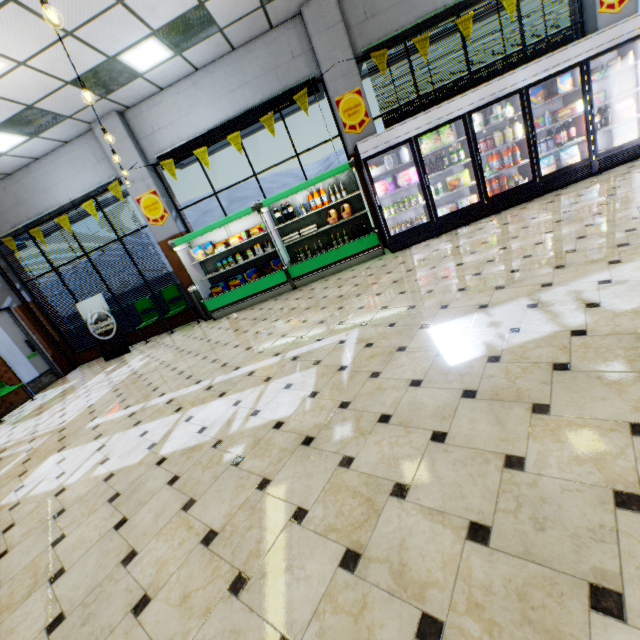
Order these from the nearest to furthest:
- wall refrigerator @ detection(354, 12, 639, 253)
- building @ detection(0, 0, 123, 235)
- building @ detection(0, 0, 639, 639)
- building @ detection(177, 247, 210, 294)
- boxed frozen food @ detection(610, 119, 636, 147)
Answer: building @ detection(0, 0, 639, 639) → building @ detection(0, 0, 123, 235) → wall refrigerator @ detection(354, 12, 639, 253) → boxed frozen food @ detection(610, 119, 636, 147) → building @ detection(177, 247, 210, 294)

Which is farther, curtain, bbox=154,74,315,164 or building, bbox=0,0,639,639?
curtain, bbox=154,74,315,164

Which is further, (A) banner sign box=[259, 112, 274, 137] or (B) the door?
(B) the door

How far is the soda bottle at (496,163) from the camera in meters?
6.2 m

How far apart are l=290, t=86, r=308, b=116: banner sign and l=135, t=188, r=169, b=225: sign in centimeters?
367cm

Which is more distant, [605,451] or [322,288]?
[322,288]

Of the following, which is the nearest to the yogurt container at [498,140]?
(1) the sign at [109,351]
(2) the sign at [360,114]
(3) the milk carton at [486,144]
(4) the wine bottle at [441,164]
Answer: (3) the milk carton at [486,144]

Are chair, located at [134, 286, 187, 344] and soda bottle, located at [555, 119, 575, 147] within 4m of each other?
no
